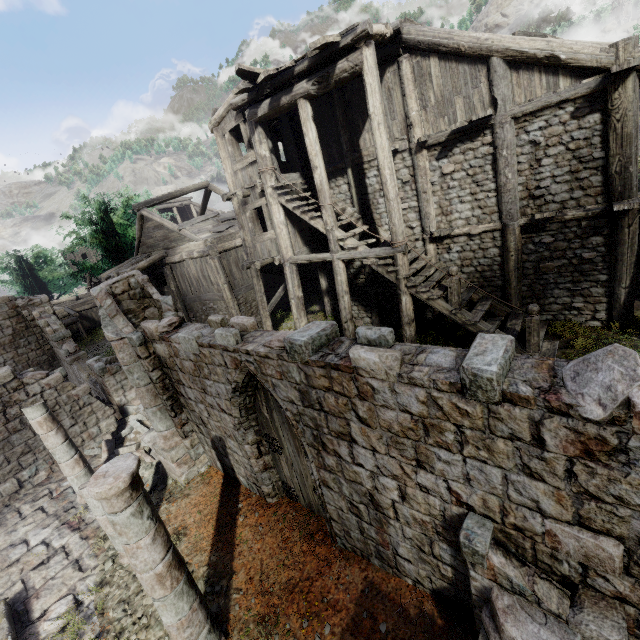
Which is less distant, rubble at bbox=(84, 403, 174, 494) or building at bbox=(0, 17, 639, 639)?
building at bbox=(0, 17, 639, 639)

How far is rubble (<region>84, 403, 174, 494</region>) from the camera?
9.5 meters

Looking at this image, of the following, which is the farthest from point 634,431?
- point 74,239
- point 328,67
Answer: point 74,239

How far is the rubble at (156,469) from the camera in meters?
9.5 m

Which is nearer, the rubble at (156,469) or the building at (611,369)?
the building at (611,369)
